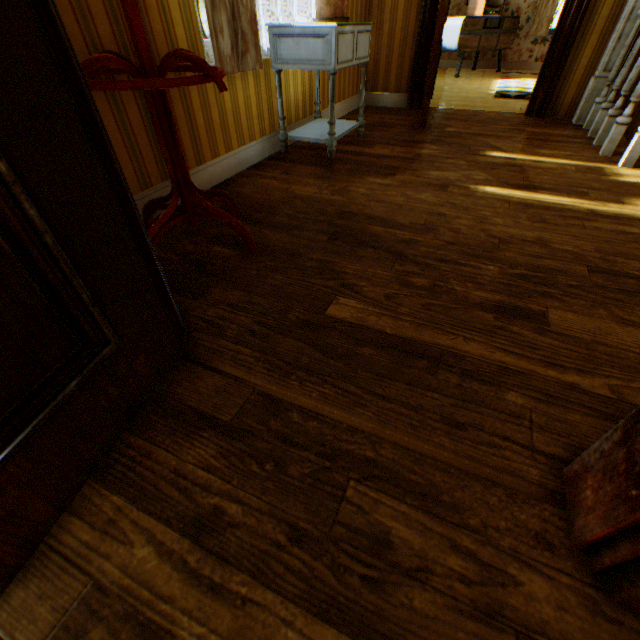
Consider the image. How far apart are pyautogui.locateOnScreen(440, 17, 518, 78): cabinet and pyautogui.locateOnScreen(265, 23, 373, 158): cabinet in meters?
5.3 m

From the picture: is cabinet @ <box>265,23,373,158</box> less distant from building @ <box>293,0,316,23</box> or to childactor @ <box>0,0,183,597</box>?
building @ <box>293,0,316,23</box>

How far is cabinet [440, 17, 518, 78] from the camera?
6.3 meters

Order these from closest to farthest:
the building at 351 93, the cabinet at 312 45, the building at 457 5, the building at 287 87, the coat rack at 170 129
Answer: the coat rack at 170 129, the cabinet at 312 45, the building at 287 87, the building at 351 93, the building at 457 5

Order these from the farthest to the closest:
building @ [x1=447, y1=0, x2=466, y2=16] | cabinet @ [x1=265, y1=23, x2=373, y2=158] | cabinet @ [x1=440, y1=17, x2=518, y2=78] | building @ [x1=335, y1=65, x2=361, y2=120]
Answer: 1. building @ [x1=447, y1=0, x2=466, y2=16]
2. cabinet @ [x1=440, y1=17, x2=518, y2=78]
3. building @ [x1=335, y1=65, x2=361, y2=120]
4. cabinet @ [x1=265, y1=23, x2=373, y2=158]

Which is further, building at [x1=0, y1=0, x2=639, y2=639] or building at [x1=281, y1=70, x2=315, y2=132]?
building at [x1=281, y1=70, x2=315, y2=132]

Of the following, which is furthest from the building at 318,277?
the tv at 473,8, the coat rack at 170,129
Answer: the tv at 473,8

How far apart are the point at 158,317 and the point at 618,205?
2.7m
